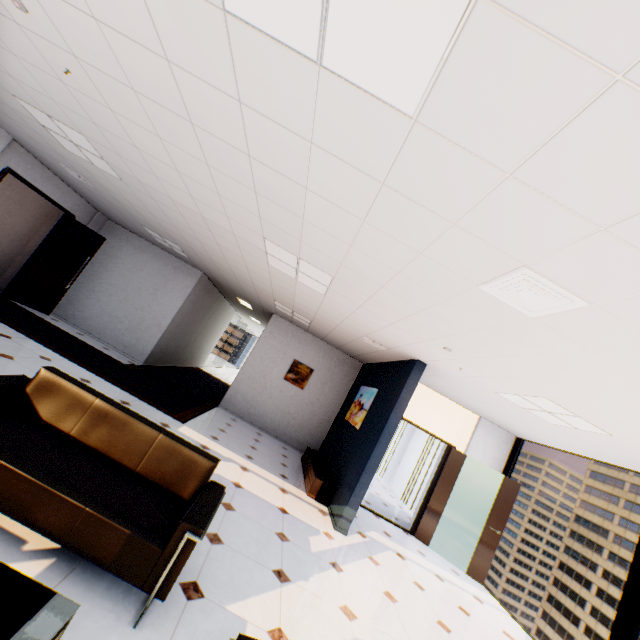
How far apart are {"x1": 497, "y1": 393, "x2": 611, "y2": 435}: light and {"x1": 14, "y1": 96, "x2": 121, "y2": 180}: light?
6.5m

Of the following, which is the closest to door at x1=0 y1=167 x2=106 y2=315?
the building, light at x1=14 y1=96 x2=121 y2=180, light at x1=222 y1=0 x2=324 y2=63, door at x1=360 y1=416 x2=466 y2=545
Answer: light at x1=14 y1=96 x2=121 y2=180

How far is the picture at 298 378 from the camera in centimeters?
905cm

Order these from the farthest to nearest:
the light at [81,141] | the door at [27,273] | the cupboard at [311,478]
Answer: the door at [27,273] → the cupboard at [311,478] → the light at [81,141]

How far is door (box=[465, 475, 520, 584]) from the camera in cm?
631

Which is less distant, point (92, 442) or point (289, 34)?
point (289, 34)

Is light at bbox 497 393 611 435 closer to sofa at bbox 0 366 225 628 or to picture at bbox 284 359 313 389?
sofa at bbox 0 366 225 628

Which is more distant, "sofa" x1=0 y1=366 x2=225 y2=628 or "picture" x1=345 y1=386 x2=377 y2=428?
"picture" x1=345 y1=386 x2=377 y2=428
